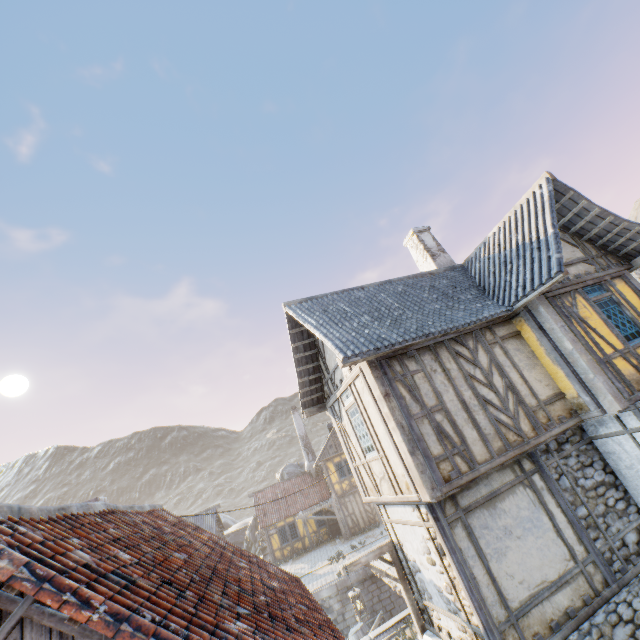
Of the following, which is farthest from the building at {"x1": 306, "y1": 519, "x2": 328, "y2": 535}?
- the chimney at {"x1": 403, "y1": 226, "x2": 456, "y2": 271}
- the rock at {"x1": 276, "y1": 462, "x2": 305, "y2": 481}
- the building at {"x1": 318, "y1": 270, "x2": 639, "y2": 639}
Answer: the chimney at {"x1": 403, "y1": 226, "x2": 456, "y2": 271}

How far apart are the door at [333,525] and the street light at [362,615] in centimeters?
2155cm

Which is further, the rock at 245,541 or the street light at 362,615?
the rock at 245,541

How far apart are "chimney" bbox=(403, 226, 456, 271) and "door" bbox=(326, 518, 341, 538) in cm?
2272

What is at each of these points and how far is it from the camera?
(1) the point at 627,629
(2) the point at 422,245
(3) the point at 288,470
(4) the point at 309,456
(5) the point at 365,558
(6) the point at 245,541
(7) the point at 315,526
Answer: (1) stone foundation, 6.0 meters
(2) chimney, 13.0 meters
(3) rock, 38.3 meters
(4) chimney, 31.8 meters
(5) street light, 8.3 meters
(6) rock, 36.2 meters
(7) building, 27.9 meters

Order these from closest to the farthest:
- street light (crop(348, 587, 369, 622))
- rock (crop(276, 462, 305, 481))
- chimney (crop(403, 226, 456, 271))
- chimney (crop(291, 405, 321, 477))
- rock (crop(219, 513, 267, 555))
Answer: street light (crop(348, 587, 369, 622))
chimney (crop(403, 226, 456, 271))
chimney (crop(291, 405, 321, 477))
rock (crop(219, 513, 267, 555))
rock (crop(276, 462, 305, 481))

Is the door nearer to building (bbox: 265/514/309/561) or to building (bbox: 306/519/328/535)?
building (bbox: 306/519/328/535)

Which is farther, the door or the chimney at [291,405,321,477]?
the chimney at [291,405,321,477]
